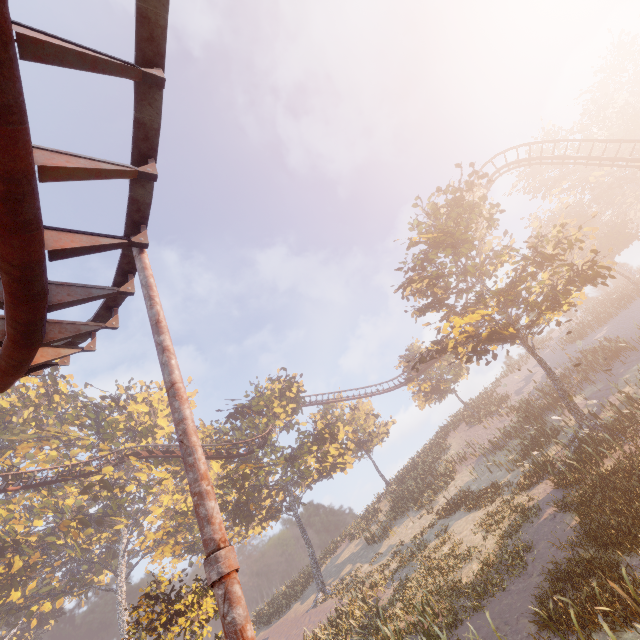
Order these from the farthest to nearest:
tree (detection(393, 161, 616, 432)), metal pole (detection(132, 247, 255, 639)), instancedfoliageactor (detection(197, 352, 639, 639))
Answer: tree (detection(393, 161, 616, 432)), instancedfoliageactor (detection(197, 352, 639, 639)), metal pole (detection(132, 247, 255, 639))

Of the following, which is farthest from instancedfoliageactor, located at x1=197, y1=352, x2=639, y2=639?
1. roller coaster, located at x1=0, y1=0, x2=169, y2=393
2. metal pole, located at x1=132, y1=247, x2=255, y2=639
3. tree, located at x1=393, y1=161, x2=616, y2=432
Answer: tree, located at x1=393, y1=161, x2=616, y2=432

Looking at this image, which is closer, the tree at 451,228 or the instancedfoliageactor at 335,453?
the instancedfoliageactor at 335,453

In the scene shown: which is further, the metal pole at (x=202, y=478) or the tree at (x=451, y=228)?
the tree at (x=451, y=228)

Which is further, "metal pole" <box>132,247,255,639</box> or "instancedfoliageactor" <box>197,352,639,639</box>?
"instancedfoliageactor" <box>197,352,639,639</box>

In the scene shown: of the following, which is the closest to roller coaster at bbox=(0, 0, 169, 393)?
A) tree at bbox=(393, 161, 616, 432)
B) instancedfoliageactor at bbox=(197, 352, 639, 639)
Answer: tree at bbox=(393, 161, 616, 432)

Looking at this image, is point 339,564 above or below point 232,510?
below

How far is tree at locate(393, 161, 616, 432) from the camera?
15.8 meters
